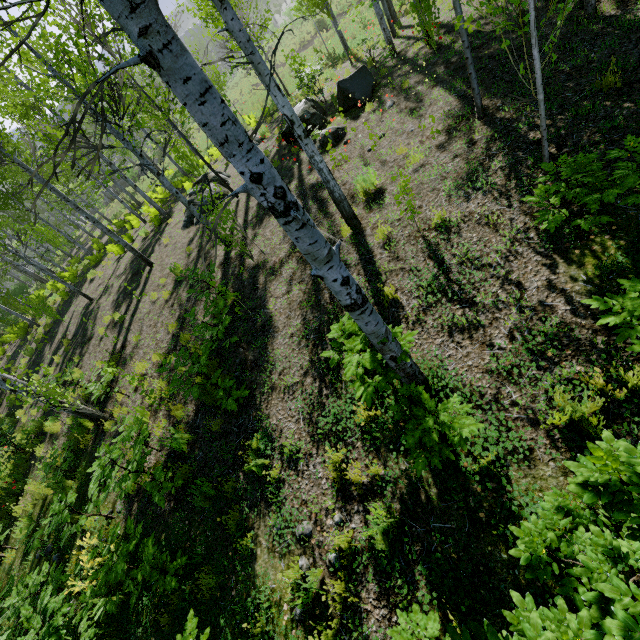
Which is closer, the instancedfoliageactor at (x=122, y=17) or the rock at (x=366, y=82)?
the instancedfoliageactor at (x=122, y=17)

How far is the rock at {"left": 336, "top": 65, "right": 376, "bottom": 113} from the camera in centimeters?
988cm

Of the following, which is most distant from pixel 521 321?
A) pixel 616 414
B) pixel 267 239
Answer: pixel 267 239

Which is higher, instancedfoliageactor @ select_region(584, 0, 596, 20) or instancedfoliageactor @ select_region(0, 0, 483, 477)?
instancedfoliageactor @ select_region(0, 0, 483, 477)

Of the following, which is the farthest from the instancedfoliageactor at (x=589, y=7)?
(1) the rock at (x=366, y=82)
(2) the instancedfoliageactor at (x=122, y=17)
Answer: (2) the instancedfoliageactor at (x=122, y=17)

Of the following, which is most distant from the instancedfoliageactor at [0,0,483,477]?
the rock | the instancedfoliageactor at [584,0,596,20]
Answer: the instancedfoliageactor at [584,0,596,20]

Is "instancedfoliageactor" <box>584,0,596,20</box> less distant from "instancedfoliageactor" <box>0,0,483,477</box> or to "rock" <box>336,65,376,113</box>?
"rock" <box>336,65,376,113</box>
